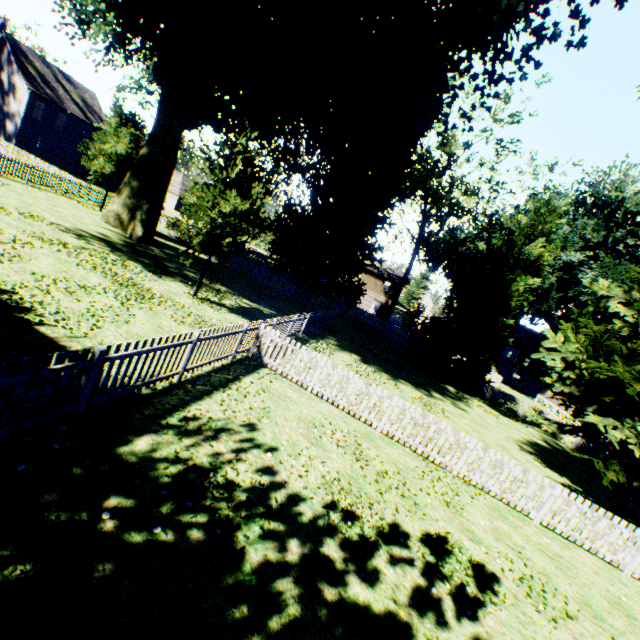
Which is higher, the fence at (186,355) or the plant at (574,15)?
the plant at (574,15)

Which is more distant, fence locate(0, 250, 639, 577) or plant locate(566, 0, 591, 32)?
plant locate(566, 0, 591, 32)

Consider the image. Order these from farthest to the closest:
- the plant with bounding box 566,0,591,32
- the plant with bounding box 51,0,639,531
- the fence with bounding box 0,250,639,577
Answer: the plant with bounding box 51,0,639,531 < the plant with bounding box 566,0,591,32 < the fence with bounding box 0,250,639,577

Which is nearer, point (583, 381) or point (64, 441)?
point (64, 441)

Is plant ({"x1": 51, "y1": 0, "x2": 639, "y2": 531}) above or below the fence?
above

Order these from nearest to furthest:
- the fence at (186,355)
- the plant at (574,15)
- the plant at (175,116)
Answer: the fence at (186,355) < the plant at (574,15) < the plant at (175,116)
